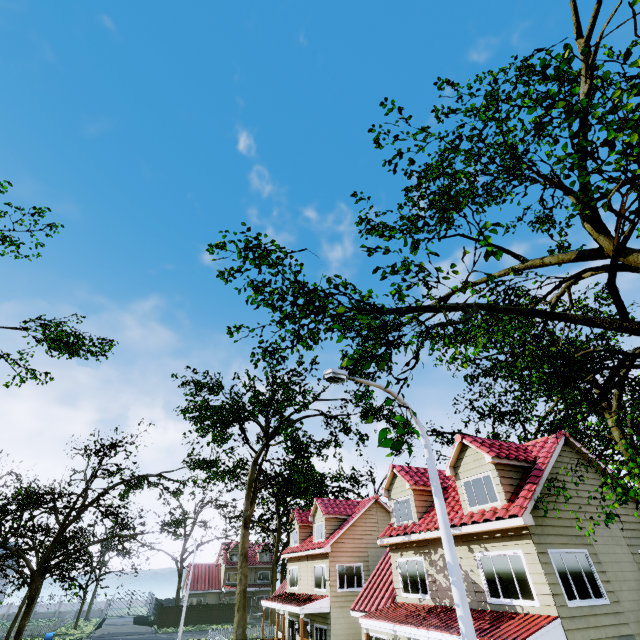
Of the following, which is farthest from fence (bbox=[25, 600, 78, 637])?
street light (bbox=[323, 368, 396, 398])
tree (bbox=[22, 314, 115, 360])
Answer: street light (bbox=[323, 368, 396, 398])

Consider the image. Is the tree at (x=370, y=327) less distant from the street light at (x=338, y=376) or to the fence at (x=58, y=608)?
the fence at (x=58, y=608)

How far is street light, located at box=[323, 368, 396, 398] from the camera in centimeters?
693cm

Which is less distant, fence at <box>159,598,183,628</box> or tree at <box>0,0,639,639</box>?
tree at <box>0,0,639,639</box>

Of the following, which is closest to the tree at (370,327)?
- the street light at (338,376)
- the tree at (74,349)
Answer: the tree at (74,349)

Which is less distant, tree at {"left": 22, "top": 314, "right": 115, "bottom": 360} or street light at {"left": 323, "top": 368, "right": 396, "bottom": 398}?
street light at {"left": 323, "top": 368, "right": 396, "bottom": 398}

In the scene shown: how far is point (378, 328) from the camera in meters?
15.2 m

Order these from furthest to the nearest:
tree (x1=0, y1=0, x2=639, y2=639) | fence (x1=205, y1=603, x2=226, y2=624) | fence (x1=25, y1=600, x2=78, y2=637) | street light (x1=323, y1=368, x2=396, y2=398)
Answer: fence (x1=205, y1=603, x2=226, y2=624), fence (x1=25, y1=600, x2=78, y2=637), street light (x1=323, y1=368, x2=396, y2=398), tree (x1=0, y1=0, x2=639, y2=639)
